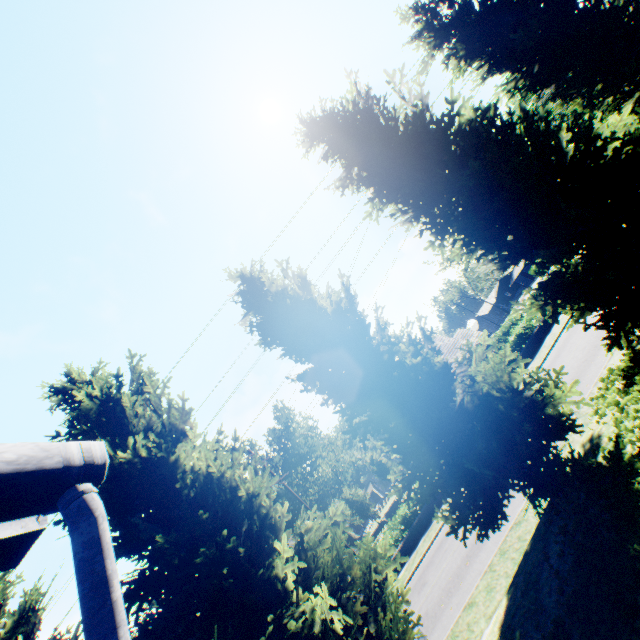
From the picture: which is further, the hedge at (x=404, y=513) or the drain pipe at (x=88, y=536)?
the hedge at (x=404, y=513)

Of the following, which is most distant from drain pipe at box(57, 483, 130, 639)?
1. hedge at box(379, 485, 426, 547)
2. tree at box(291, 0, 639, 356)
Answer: hedge at box(379, 485, 426, 547)

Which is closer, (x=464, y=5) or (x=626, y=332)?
(x=626, y=332)

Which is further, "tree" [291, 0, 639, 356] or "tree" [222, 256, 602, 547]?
"tree" [291, 0, 639, 356]

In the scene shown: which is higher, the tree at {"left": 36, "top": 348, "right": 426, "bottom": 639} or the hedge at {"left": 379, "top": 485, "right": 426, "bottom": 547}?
the tree at {"left": 36, "top": 348, "right": 426, "bottom": 639}

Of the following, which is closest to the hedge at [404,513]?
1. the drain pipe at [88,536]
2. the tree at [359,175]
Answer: the tree at [359,175]

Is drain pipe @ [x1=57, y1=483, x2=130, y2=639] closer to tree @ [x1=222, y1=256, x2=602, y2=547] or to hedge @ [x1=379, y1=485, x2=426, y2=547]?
tree @ [x1=222, y1=256, x2=602, y2=547]
